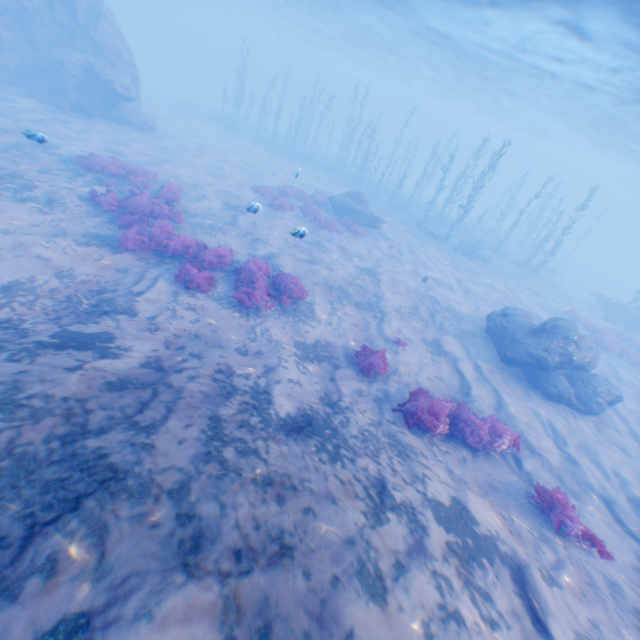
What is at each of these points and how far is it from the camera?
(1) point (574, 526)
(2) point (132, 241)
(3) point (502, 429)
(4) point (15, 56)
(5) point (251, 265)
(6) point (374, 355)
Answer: (1) instancedfoliageactor, 6.42m
(2) instancedfoliageactor, 10.13m
(3) instancedfoliageactor, 8.31m
(4) rock, 19.84m
(5) instancedfoliageactor, 10.92m
(6) instancedfoliageactor, 9.44m

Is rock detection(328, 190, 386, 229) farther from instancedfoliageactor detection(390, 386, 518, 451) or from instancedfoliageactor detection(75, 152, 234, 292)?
instancedfoliageactor detection(390, 386, 518, 451)

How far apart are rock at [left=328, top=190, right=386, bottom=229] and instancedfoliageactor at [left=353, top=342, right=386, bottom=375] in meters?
13.1

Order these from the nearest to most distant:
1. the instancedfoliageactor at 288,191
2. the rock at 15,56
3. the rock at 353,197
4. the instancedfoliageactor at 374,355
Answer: the instancedfoliageactor at 374,355 < the instancedfoliageactor at 288,191 < the rock at 15,56 < the rock at 353,197

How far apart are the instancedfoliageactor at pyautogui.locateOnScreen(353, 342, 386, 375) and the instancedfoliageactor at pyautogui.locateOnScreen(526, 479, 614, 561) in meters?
4.1 m

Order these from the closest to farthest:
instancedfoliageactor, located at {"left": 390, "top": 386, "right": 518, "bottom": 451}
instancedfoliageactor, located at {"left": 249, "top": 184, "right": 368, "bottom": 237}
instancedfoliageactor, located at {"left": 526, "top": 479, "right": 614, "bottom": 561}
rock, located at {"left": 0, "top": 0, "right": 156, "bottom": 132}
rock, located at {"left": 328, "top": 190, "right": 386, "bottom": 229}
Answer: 1. instancedfoliageactor, located at {"left": 526, "top": 479, "right": 614, "bottom": 561}
2. instancedfoliageactor, located at {"left": 390, "top": 386, "right": 518, "bottom": 451}
3. instancedfoliageactor, located at {"left": 249, "top": 184, "right": 368, "bottom": 237}
4. rock, located at {"left": 0, "top": 0, "right": 156, "bottom": 132}
5. rock, located at {"left": 328, "top": 190, "right": 386, "bottom": 229}

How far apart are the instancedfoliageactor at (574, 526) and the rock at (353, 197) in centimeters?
1724cm

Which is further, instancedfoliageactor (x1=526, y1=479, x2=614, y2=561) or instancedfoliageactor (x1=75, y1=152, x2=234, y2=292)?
instancedfoliageactor (x1=75, y1=152, x2=234, y2=292)
